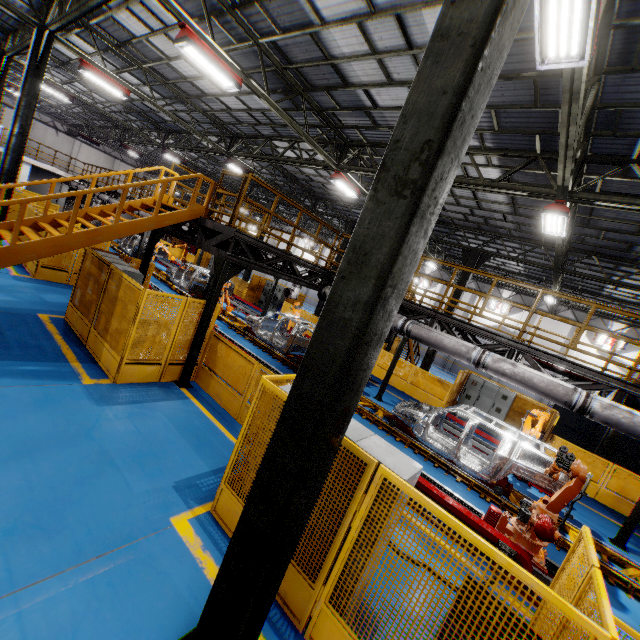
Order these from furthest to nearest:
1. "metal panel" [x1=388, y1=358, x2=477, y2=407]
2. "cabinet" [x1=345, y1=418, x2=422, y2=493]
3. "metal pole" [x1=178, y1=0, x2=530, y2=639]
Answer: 1. "metal panel" [x1=388, y1=358, x2=477, y2=407]
2. "cabinet" [x1=345, y1=418, x2=422, y2=493]
3. "metal pole" [x1=178, y1=0, x2=530, y2=639]

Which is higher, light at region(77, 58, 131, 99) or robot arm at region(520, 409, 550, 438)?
light at region(77, 58, 131, 99)

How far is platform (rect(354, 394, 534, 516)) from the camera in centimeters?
848cm

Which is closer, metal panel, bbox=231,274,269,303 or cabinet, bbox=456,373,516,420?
cabinet, bbox=456,373,516,420

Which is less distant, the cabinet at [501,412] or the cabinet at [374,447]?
the cabinet at [374,447]

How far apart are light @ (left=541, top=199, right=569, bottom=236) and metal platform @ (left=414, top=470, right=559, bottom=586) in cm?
743

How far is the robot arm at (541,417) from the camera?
9.89m

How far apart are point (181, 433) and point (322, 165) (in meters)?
11.19
